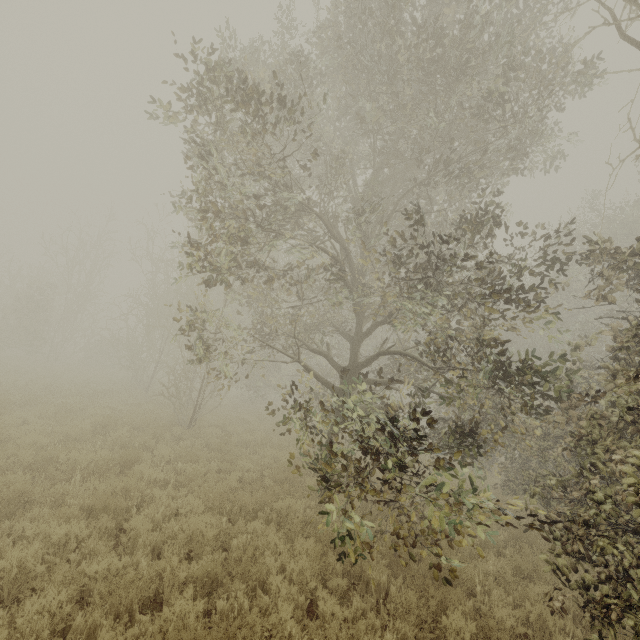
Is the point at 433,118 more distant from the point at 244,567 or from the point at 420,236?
the point at 244,567
